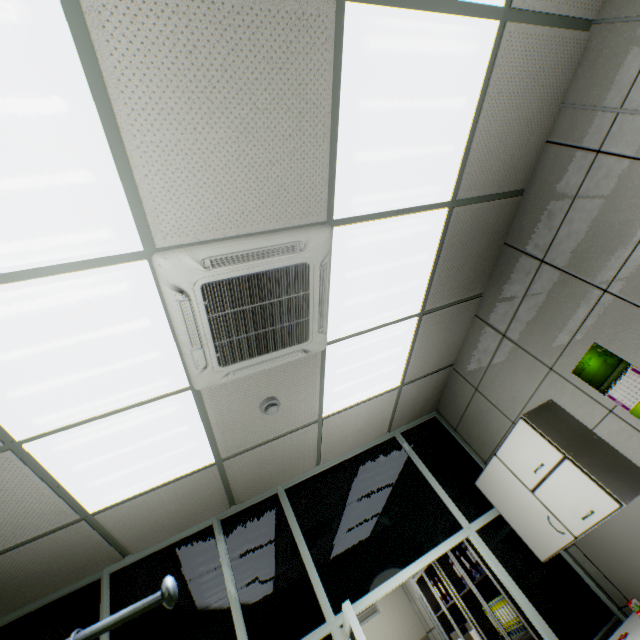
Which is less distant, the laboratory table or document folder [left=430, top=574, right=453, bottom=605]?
the laboratory table

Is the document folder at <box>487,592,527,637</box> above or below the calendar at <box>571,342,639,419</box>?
below

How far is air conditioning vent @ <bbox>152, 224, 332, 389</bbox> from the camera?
1.68m

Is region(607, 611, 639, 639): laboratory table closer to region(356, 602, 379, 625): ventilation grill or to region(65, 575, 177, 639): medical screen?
region(65, 575, 177, 639): medical screen

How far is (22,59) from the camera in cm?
106

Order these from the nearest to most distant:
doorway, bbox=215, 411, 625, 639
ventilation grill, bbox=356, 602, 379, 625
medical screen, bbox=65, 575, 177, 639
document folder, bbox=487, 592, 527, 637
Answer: medical screen, bbox=65, 575, 177, 639 → doorway, bbox=215, 411, 625, 639 → document folder, bbox=487, 592, 527, 637 → ventilation grill, bbox=356, 602, 379, 625

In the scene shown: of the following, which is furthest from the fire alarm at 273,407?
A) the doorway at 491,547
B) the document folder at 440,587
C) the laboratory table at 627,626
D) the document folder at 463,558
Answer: the document folder at 440,587

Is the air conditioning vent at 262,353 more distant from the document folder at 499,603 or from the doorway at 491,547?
the document folder at 499,603
